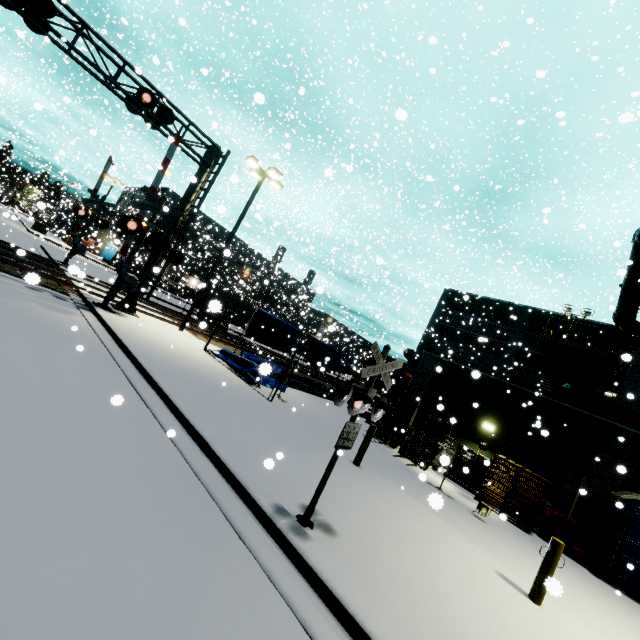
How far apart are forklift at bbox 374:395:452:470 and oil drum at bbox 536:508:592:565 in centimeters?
396cm

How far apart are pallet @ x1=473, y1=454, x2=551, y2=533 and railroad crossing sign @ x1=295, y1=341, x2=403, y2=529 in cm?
1034

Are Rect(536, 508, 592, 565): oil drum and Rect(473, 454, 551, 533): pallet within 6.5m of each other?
yes

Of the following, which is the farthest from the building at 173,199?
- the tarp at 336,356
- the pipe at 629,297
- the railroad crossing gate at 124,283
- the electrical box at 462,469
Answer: the railroad crossing gate at 124,283

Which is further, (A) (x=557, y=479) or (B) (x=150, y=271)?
(B) (x=150, y=271)

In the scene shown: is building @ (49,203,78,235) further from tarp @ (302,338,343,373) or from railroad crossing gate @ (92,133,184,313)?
railroad crossing gate @ (92,133,184,313)

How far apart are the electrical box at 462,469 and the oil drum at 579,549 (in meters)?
2.16

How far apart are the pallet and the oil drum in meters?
0.2
